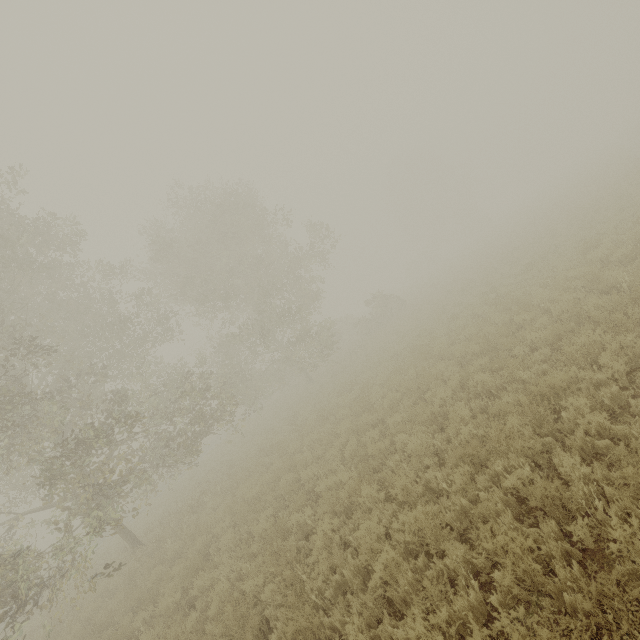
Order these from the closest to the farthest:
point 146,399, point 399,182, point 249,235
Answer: point 146,399 < point 249,235 < point 399,182
